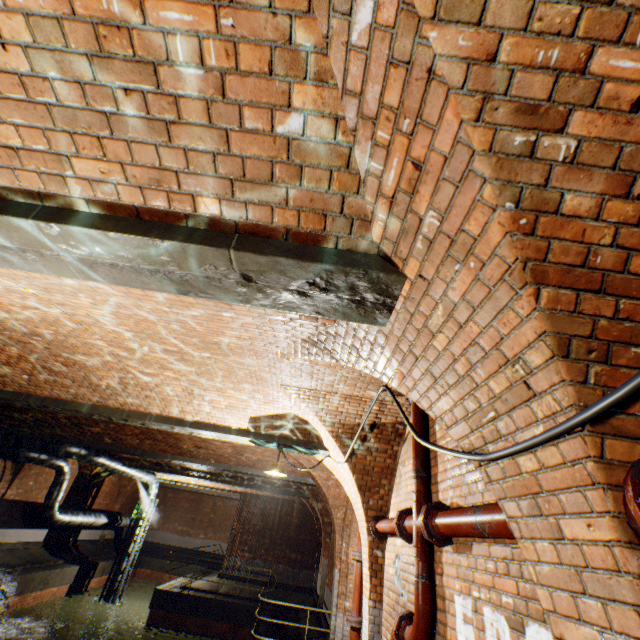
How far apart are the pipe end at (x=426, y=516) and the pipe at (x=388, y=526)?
1.01m

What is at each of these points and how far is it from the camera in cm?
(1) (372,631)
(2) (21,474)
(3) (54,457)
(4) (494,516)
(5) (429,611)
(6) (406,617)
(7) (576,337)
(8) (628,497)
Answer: (1) support arch, 476
(2) support arch, 1419
(3) pipe, 1302
(4) pipe, 212
(5) pipe, 311
(6) pipe end, 349
(7) support arch, 130
(8) pipe end, 118

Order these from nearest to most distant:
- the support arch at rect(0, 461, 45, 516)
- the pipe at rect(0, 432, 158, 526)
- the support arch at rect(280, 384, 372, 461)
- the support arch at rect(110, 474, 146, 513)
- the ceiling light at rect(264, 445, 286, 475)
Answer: the support arch at rect(280, 384, 372, 461), the ceiling light at rect(264, 445, 286, 475), the pipe at rect(0, 432, 158, 526), the support arch at rect(0, 461, 45, 516), the support arch at rect(110, 474, 146, 513)

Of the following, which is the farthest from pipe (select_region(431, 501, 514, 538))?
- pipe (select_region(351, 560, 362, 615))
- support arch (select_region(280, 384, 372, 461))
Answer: pipe (select_region(351, 560, 362, 615))

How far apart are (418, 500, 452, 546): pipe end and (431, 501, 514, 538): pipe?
0.0m

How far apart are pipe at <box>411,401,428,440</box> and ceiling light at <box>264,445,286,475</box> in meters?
2.6

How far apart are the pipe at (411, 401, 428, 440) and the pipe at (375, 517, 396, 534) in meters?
0.2

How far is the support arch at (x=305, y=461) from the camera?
9.0 meters
